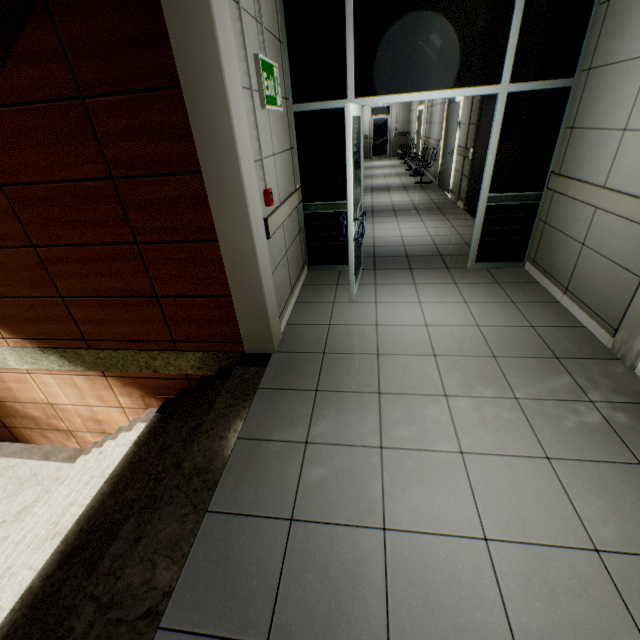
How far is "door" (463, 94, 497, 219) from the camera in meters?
6.0 m

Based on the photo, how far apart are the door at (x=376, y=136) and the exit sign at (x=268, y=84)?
16.7m

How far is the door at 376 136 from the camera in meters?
17.2 m

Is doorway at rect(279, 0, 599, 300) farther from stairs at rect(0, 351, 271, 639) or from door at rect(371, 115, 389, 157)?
door at rect(371, 115, 389, 157)

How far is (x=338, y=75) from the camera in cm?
350

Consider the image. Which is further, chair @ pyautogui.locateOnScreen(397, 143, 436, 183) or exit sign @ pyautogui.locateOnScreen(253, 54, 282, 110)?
chair @ pyautogui.locateOnScreen(397, 143, 436, 183)

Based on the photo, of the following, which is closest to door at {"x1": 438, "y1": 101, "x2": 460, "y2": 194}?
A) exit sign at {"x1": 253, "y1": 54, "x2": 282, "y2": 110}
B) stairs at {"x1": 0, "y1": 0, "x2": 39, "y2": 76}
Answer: exit sign at {"x1": 253, "y1": 54, "x2": 282, "y2": 110}

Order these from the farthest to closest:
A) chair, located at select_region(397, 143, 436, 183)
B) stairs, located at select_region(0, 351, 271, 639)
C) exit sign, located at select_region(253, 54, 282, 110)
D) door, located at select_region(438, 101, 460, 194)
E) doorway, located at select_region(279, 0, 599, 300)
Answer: chair, located at select_region(397, 143, 436, 183) → door, located at select_region(438, 101, 460, 194) → doorway, located at select_region(279, 0, 599, 300) → exit sign, located at select_region(253, 54, 282, 110) → stairs, located at select_region(0, 351, 271, 639)
